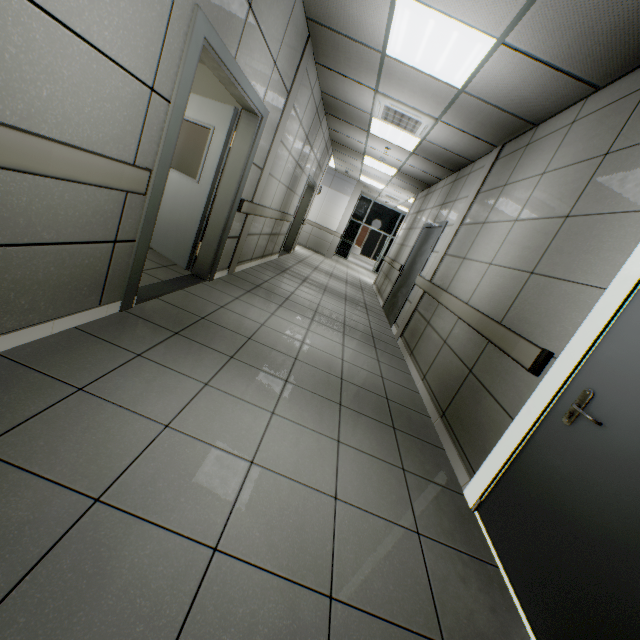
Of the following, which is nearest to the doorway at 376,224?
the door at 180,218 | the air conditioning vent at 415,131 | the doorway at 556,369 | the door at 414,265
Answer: the door at 414,265

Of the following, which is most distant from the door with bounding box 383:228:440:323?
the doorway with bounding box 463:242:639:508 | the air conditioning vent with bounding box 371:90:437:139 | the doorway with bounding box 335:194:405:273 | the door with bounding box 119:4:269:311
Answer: the doorway with bounding box 335:194:405:273

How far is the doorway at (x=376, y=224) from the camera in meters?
16.2

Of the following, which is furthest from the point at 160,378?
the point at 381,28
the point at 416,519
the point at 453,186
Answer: the point at 453,186

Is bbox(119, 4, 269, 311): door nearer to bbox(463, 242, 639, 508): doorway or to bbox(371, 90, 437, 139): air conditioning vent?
bbox(371, 90, 437, 139): air conditioning vent

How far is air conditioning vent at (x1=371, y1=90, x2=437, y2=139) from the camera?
4.7m

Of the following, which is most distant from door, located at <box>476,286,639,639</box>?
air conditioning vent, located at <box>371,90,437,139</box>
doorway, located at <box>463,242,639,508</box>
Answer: air conditioning vent, located at <box>371,90,437,139</box>

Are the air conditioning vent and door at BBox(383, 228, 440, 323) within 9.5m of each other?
yes
